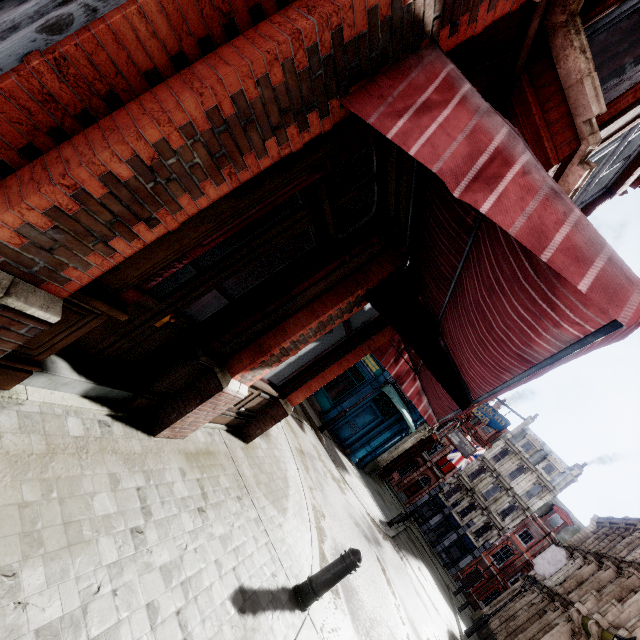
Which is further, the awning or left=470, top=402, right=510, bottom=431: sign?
left=470, top=402, right=510, bottom=431: sign

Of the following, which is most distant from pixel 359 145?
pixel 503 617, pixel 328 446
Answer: pixel 503 617

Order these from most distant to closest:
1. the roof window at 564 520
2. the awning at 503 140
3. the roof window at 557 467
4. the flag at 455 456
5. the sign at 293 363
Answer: the roof window at 557 467
the roof window at 564 520
the flag at 455 456
the sign at 293 363
the awning at 503 140

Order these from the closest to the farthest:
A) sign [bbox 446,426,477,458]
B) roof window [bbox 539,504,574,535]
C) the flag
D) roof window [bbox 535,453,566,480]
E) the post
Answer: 1. the post
2. sign [bbox 446,426,477,458]
3. the flag
4. roof window [bbox 539,504,574,535]
5. roof window [bbox 535,453,566,480]

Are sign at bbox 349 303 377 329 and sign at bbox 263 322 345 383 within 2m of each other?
yes

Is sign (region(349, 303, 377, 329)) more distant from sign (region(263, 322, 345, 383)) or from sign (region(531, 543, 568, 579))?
sign (region(531, 543, 568, 579))

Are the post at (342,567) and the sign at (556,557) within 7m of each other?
no

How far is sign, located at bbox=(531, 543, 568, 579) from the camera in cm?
2189
